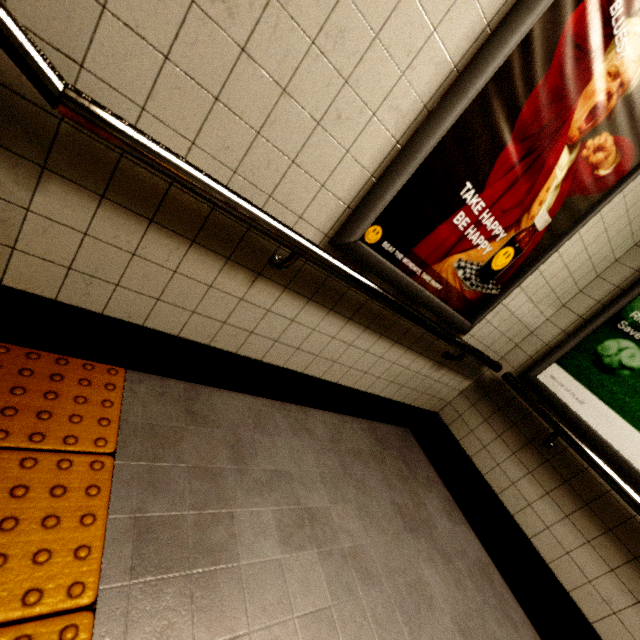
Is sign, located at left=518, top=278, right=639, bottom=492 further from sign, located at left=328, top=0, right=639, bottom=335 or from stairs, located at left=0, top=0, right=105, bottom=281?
stairs, located at left=0, top=0, right=105, bottom=281

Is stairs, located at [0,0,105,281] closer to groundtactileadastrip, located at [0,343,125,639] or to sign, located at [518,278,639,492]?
groundtactileadastrip, located at [0,343,125,639]

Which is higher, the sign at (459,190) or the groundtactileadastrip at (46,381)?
the sign at (459,190)

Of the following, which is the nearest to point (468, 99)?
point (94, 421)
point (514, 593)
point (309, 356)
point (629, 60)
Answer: point (629, 60)

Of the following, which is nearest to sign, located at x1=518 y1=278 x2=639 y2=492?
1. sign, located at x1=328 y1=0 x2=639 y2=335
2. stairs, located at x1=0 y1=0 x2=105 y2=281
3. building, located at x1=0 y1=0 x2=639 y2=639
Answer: building, located at x1=0 y1=0 x2=639 y2=639

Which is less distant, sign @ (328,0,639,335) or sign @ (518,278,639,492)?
sign @ (328,0,639,335)

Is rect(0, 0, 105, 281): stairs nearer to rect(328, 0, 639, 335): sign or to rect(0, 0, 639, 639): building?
rect(0, 0, 639, 639): building

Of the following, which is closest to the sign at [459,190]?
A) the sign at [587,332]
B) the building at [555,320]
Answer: the building at [555,320]
